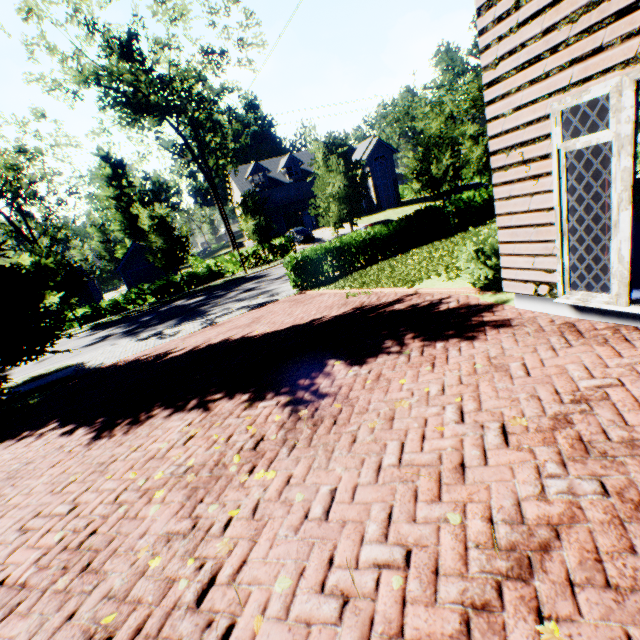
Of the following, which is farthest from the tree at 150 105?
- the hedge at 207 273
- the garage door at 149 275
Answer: A: the garage door at 149 275

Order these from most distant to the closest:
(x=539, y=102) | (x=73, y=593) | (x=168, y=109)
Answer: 1. (x=168, y=109)
2. (x=539, y=102)
3. (x=73, y=593)

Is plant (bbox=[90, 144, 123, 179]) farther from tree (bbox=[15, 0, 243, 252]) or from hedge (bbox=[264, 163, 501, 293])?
hedge (bbox=[264, 163, 501, 293])

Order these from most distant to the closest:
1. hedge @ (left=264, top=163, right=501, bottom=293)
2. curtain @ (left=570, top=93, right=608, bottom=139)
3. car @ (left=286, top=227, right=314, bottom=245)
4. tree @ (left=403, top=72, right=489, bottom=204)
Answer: car @ (left=286, top=227, right=314, bottom=245) < tree @ (left=403, top=72, right=489, bottom=204) < hedge @ (left=264, top=163, right=501, bottom=293) < curtain @ (left=570, top=93, right=608, bottom=139)

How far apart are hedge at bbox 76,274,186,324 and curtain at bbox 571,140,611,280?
29.8m

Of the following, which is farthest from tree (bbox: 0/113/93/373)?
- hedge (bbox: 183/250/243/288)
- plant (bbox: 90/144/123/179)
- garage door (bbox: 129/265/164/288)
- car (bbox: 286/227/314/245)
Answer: garage door (bbox: 129/265/164/288)

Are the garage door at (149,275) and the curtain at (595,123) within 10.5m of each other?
no
